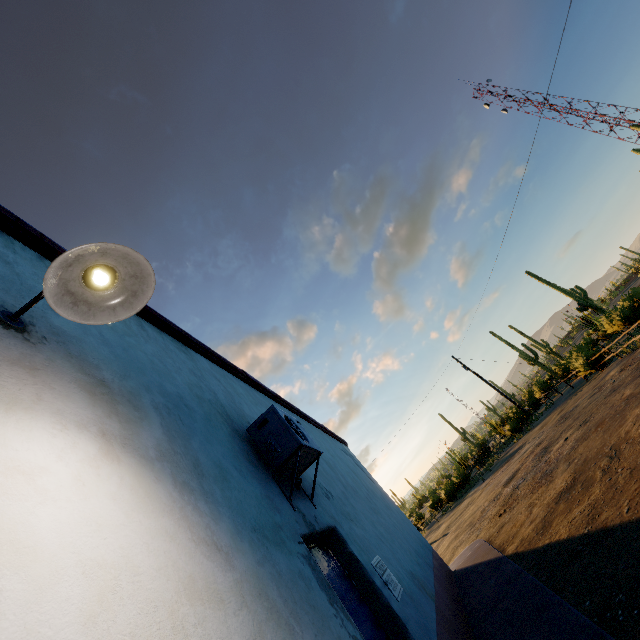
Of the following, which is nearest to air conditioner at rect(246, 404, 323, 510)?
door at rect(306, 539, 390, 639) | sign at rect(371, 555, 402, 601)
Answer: door at rect(306, 539, 390, 639)

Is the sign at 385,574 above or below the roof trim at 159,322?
below

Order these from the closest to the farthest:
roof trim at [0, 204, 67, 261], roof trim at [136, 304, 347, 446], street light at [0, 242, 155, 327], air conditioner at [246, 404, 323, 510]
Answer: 1. street light at [0, 242, 155, 327]
2. roof trim at [0, 204, 67, 261]
3. air conditioner at [246, 404, 323, 510]
4. roof trim at [136, 304, 347, 446]

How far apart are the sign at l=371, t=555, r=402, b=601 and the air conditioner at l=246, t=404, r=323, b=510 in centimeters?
101cm

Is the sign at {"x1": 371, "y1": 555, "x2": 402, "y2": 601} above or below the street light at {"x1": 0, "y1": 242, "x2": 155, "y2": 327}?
below

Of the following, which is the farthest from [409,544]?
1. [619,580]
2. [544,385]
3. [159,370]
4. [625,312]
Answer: [544,385]

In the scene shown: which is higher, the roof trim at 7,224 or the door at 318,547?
the roof trim at 7,224

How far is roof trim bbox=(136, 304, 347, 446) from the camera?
3.7m
